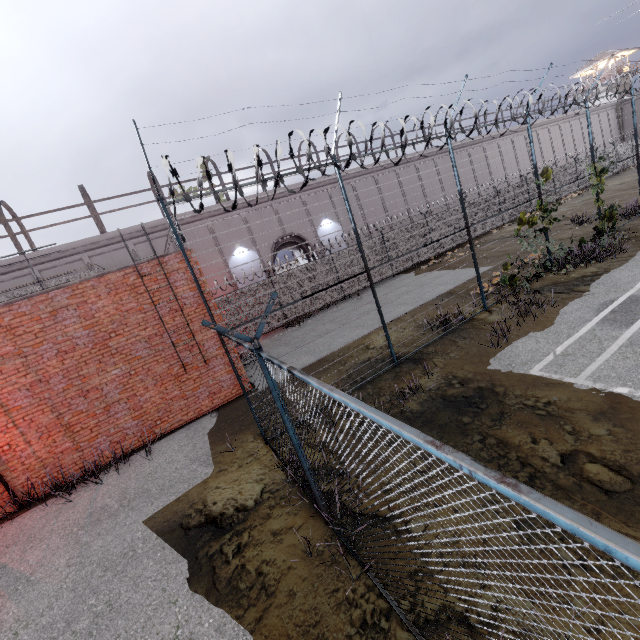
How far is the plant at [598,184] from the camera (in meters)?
12.73

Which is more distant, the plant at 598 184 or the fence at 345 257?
the plant at 598 184

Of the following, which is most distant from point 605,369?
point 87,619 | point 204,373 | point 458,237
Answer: point 458,237

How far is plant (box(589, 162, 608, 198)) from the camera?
12.7 meters

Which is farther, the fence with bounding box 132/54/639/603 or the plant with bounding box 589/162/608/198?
the plant with bounding box 589/162/608/198
